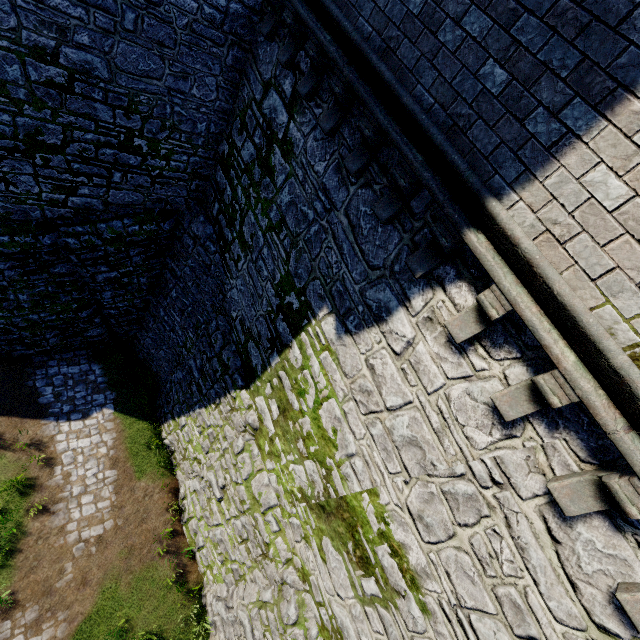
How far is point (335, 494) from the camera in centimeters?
643cm
